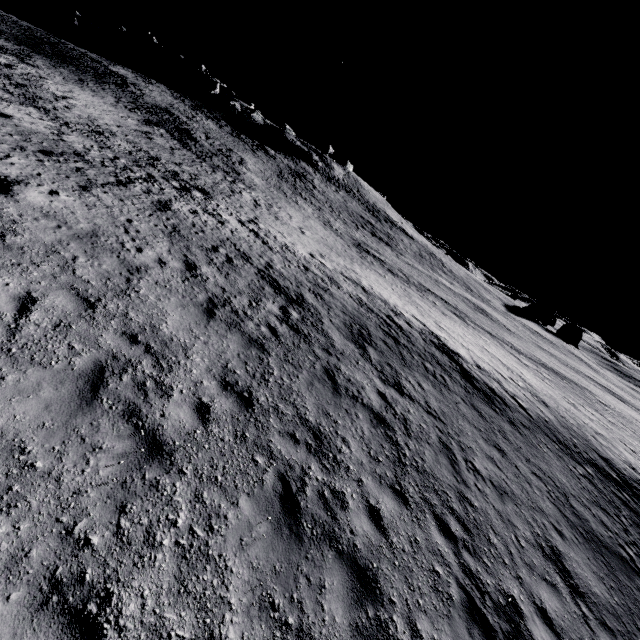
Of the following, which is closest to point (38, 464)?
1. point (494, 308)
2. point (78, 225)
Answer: point (78, 225)

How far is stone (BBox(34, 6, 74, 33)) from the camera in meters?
58.5

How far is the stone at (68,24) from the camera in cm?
5847
